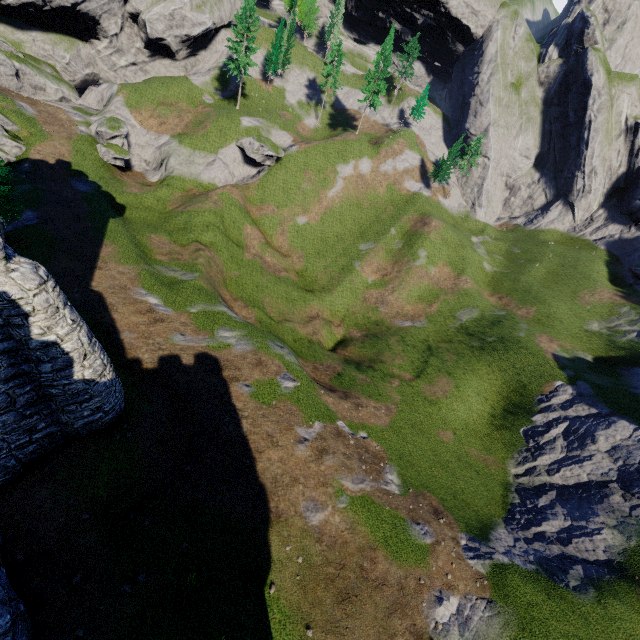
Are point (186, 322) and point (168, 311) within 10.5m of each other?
yes

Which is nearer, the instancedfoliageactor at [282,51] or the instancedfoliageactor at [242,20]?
the instancedfoliageactor at [242,20]

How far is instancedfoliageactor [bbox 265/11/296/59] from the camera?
57.7m

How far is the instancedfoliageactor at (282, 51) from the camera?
57.66m

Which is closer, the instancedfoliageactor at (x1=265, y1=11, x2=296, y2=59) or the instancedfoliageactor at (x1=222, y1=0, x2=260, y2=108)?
the instancedfoliageactor at (x1=222, y1=0, x2=260, y2=108)
